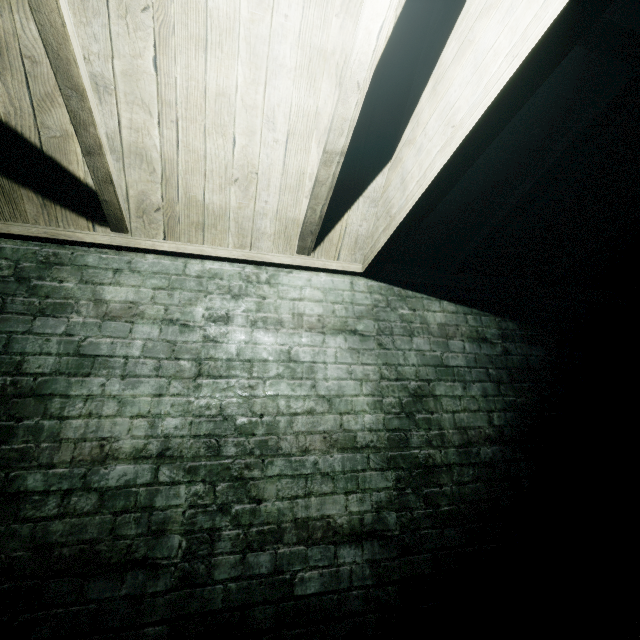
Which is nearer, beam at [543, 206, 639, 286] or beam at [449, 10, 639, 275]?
beam at [449, 10, 639, 275]

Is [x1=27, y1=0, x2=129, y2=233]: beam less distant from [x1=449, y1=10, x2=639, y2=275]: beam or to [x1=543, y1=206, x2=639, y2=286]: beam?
[x1=449, y1=10, x2=639, y2=275]: beam

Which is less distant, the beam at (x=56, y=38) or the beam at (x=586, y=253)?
the beam at (x=56, y=38)

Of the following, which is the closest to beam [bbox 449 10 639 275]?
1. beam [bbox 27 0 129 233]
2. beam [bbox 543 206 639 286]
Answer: beam [bbox 543 206 639 286]

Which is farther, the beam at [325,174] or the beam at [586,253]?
the beam at [586,253]

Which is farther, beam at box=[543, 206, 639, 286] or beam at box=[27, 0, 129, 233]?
beam at box=[543, 206, 639, 286]

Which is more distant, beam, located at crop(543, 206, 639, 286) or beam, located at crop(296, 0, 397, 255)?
beam, located at crop(543, 206, 639, 286)

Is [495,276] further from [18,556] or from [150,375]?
[18,556]
